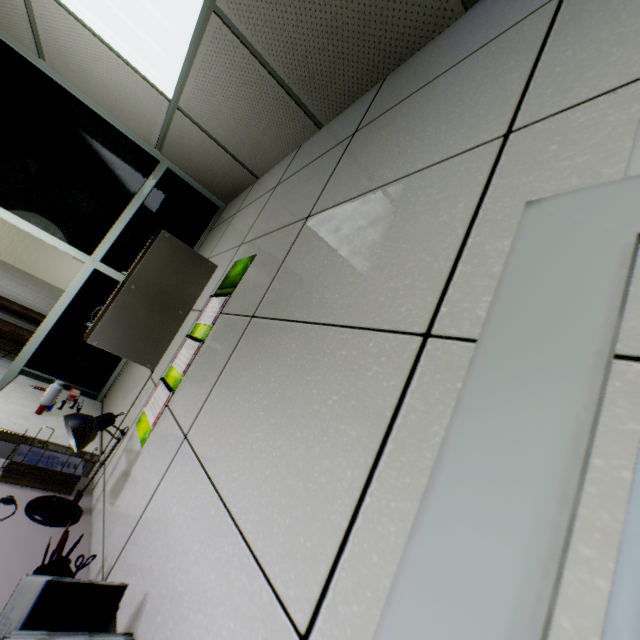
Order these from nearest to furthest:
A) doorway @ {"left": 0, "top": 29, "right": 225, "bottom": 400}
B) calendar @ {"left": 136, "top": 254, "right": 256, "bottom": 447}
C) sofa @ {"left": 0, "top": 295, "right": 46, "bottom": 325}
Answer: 1. calendar @ {"left": 136, "top": 254, "right": 256, "bottom": 447}
2. doorway @ {"left": 0, "top": 29, "right": 225, "bottom": 400}
3. sofa @ {"left": 0, "top": 295, "right": 46, "bottom": 325}

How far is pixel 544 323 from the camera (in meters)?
0.41

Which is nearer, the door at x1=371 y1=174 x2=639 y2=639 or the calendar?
the door at x1=371 y1=174 x2=639 y2=639

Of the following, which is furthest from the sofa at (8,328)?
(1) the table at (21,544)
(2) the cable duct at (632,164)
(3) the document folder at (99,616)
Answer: (2) the cable duct at (632,164)

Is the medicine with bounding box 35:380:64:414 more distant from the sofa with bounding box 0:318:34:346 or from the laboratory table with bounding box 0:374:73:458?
the sofa with bounding box 0:318:34:346

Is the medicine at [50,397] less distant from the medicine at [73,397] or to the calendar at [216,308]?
the medicine at [73,397]

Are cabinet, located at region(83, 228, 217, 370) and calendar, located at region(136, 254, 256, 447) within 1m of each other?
yes

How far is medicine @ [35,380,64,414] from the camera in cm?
202
